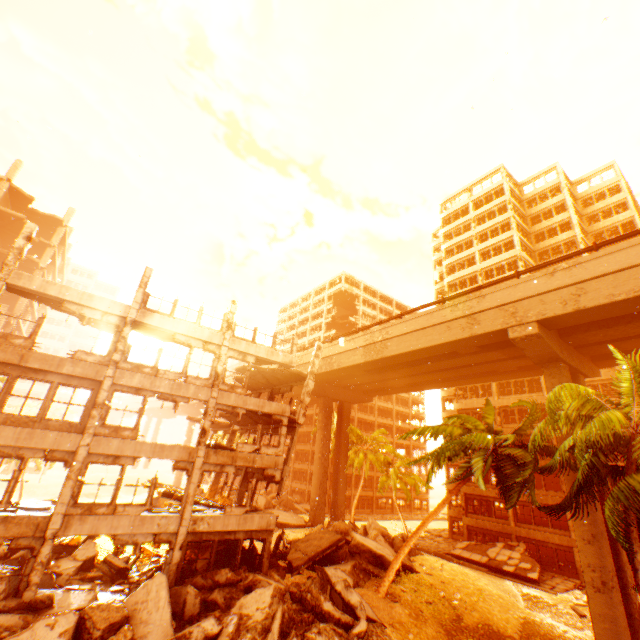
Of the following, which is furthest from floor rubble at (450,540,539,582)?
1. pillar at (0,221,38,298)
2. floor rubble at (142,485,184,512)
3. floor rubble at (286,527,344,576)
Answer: pillar at (0,221,38,298)

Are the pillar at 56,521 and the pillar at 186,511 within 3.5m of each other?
no

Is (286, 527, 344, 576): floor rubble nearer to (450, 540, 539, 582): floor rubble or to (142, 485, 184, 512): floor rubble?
(142, 485, 184, 512): floor rubble

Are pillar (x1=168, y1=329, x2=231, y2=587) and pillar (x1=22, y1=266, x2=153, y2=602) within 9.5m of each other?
yes

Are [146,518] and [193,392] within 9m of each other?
yes

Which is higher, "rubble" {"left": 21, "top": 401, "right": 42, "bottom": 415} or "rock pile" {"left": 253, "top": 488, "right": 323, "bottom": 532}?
"rubble" {"left": 21, "top": 401, "right": 42, "bottom": 415}

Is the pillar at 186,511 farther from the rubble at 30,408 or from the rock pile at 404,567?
the rubble at 30,408

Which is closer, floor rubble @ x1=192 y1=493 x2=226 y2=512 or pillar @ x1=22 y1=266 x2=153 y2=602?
pillar @ x1=22 y1=266 x2=153 y2=602
